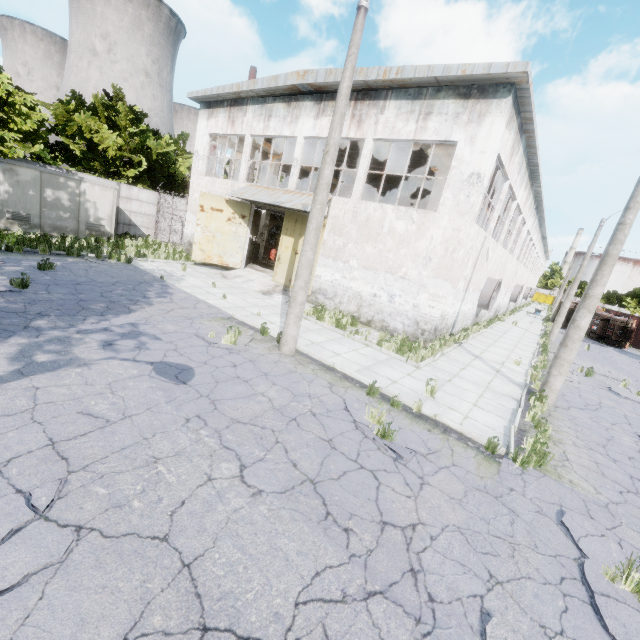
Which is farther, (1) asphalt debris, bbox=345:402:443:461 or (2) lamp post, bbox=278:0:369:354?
(2) lamp post, bbox=278:0:369:354

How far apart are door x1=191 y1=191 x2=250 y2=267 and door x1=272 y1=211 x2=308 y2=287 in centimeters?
269cm

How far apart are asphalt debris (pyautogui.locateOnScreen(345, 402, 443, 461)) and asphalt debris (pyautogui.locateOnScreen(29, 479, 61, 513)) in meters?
4.5

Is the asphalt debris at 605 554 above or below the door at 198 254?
below

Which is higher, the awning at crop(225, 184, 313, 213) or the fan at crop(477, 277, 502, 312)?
the awning at crop(225, 184, 313, 213)

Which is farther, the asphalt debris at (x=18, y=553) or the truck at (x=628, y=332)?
the truck at (x=628, y=332)

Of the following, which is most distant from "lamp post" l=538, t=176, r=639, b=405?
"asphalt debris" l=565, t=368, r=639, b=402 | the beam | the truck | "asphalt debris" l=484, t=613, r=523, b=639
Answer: the truck

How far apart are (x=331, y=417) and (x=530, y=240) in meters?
35.4 m
